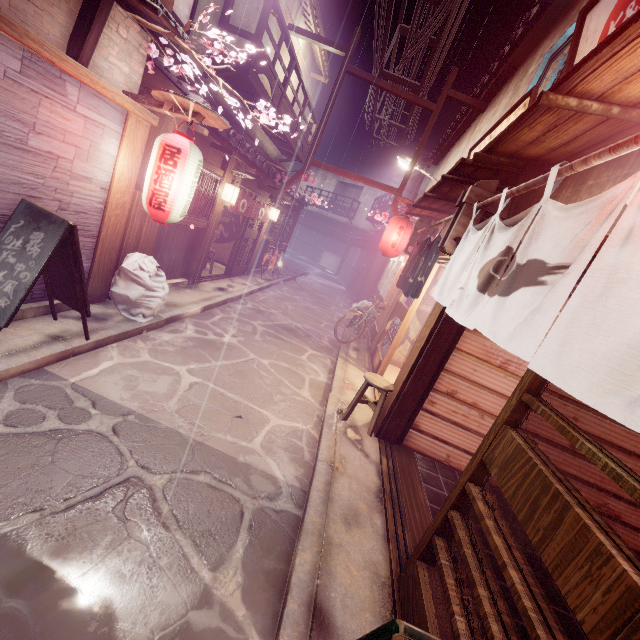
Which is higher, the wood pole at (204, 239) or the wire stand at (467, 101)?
the wire stand at (467, 101)

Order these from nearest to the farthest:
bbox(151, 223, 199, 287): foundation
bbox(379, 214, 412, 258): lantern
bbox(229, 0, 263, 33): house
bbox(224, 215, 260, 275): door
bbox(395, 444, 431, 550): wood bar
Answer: bbox(395, 444, 431, 550): wood bar
bbox(151, 223, 199, 287): foundation
bbox(229, 0, 263, 33): house
bbox(379, 214, 412, 258): lantern
bbox(224, 215, 260, 275): door

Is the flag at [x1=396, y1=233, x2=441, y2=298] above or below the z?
A: below

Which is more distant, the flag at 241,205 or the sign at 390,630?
the flag at 241,205

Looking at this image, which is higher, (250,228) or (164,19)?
(164,19)

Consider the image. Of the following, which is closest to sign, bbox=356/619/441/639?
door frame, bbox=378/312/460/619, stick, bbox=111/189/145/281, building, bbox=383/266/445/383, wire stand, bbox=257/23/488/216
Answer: door frame, bbox=378/312/460/619

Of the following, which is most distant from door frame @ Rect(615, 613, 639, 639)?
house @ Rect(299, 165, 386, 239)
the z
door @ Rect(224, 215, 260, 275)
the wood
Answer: house @ Rect(299, 165, 386, 239)

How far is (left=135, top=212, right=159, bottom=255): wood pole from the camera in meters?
10.0
